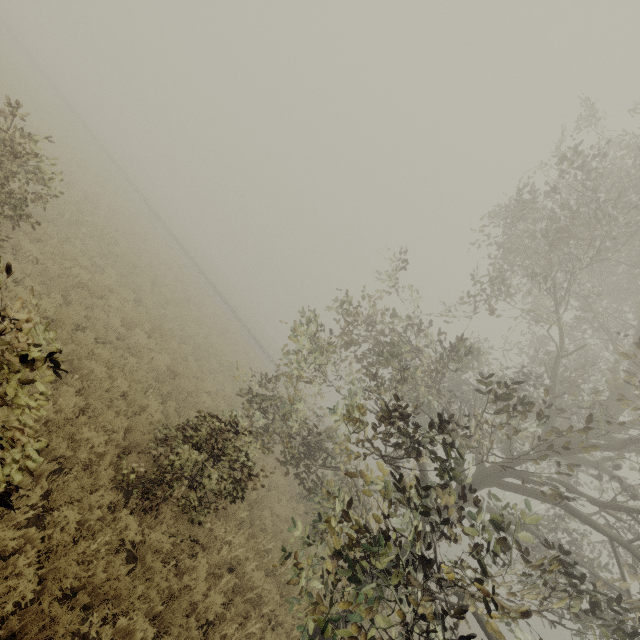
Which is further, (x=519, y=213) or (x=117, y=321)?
(x=519, y=213)
